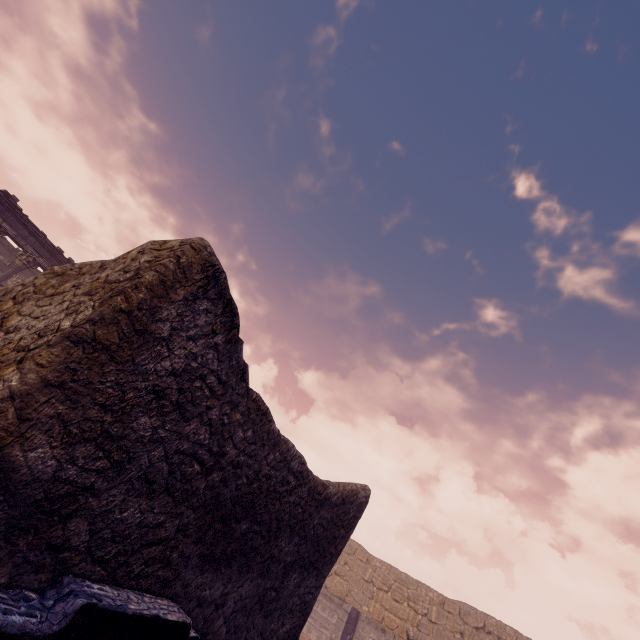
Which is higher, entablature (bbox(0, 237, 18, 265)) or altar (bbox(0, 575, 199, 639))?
entablature (bbox(0, 237, 18, 265))

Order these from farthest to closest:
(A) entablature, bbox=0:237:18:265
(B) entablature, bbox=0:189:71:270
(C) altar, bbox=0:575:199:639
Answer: (A) entablature, bbox=0:237:18:265 < (B) entablature, bbox=0:189:71:270 < (C) altar, bbox=0:575:199:639

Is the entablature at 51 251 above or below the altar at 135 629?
above

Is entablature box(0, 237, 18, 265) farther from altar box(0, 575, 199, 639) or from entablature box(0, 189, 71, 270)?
altar box(0, 575, 199, 639)

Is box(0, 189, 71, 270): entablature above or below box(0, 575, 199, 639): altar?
above

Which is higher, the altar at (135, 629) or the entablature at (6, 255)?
the entablature at (6, 255)

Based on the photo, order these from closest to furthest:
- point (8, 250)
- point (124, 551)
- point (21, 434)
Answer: point (21, 434), point (124, 551), point (8, 250)

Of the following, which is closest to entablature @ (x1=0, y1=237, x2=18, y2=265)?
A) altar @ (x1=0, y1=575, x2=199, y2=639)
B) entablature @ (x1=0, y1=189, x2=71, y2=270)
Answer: entablature @ (x1=0, y1=189, x2=71, y2=270)
